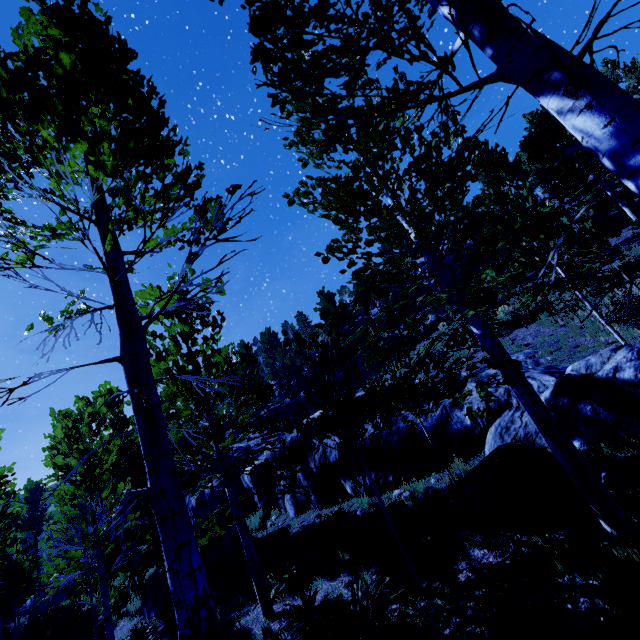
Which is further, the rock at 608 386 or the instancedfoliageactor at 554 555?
the rock at 608 386

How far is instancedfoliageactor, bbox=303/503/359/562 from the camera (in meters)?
8.32

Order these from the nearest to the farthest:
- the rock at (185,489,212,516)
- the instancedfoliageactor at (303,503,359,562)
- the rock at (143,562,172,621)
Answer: the instancedfoliageactor at (303,503,359,562)
the rock at (143,562,172,621)
the rock at (185,489,212,516)

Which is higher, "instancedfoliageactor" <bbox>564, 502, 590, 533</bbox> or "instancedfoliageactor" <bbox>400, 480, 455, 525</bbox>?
"instancedfoliageactor" <bbox>400, 480, 455, 525</bbox>

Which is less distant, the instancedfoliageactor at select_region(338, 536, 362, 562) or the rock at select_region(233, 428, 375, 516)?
the instancedfoliageactor at select_region(338, 536, 362, 562)

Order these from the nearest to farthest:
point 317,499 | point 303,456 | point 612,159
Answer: point 612,159, point 317,499, point 303,456
